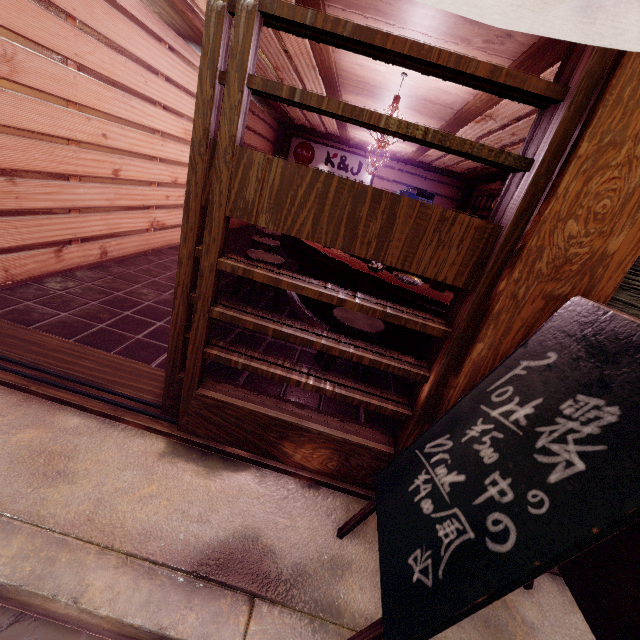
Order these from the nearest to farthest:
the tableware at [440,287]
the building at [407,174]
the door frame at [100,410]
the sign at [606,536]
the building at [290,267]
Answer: the sign at [606,536] < the door frame at [100,410] < the tableware at [440,287] < the building at [290,267] < the building at [407,174]

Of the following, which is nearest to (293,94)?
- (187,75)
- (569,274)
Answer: (569,274)

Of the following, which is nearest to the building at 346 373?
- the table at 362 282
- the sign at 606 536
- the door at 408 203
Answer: the table at 362 282

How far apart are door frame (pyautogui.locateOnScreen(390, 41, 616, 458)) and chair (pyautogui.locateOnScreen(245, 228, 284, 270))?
5.2 meters

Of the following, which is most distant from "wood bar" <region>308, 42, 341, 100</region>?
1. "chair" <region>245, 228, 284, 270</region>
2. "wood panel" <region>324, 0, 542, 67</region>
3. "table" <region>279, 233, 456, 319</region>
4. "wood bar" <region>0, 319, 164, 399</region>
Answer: "wood bar" <region>0, 319, 164, 399</region>

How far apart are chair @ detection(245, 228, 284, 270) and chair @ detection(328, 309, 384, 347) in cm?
376

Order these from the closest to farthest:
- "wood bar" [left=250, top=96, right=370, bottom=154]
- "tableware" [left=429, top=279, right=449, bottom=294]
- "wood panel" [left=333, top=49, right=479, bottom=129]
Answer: "tableware" [left=429, top=279, right=449, bottom=294], "wood panel" [left=333, top=49, right=479, bottom=129], "wood bar" [left=250, top=96, right=370, bottom=154]

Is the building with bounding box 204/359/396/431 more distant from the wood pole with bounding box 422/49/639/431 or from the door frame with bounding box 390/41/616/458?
the wood pole with bounding box 422/49/639/431
